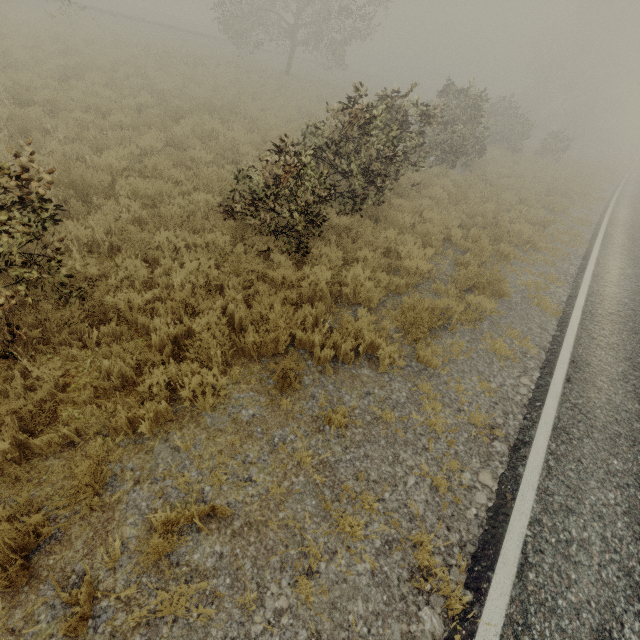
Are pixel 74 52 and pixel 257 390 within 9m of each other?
no
